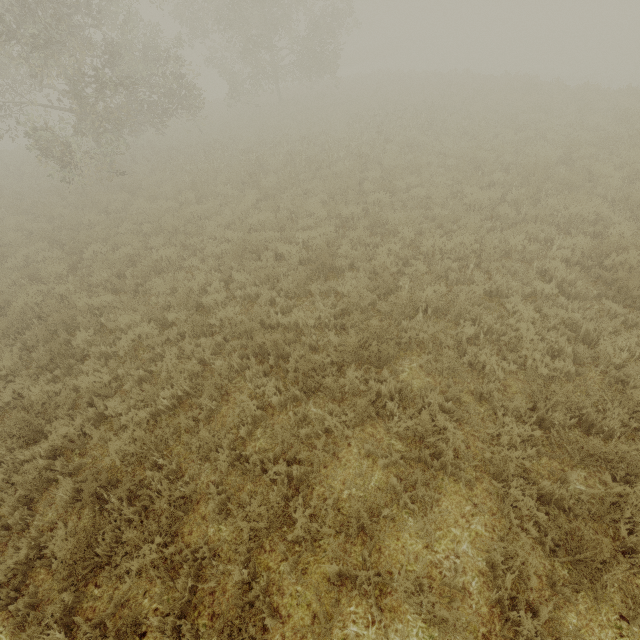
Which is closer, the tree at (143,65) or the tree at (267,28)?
the tree at (143,65)

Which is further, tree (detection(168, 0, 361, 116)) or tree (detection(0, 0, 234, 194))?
tree (detection(168, 0, 361, 116))

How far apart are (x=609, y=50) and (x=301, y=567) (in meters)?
43.44
